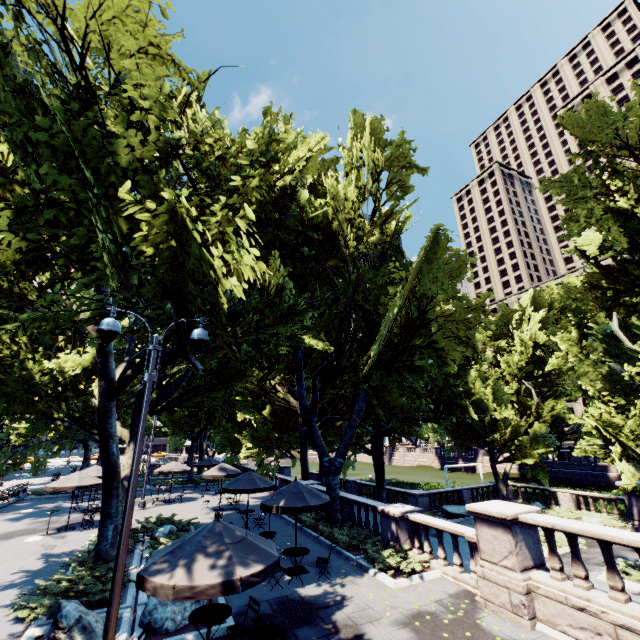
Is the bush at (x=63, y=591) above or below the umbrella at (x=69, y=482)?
below

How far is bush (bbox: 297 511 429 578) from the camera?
11.5 meters

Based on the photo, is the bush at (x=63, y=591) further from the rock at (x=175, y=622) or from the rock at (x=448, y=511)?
the rock at (x=448, y=511)

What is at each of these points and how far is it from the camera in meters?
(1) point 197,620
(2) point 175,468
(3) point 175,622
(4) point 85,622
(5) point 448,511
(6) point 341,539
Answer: (1) table, 7.0 m
(2) umbrella, 25.7 m
(3) rock, 8.4 m
(4) rock, 7.7 m
(5) rock, 25.0 m
(6) bush, 14.1 m

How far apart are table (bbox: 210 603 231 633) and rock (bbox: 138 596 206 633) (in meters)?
1.62

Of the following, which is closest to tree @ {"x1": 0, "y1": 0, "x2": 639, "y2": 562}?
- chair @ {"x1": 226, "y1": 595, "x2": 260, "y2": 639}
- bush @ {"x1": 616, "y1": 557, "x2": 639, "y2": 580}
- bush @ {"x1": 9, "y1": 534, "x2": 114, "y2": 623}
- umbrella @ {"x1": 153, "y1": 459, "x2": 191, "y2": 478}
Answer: bush @ {"x1": 9, "y1": 534, "x2": 114, "y2": 623}

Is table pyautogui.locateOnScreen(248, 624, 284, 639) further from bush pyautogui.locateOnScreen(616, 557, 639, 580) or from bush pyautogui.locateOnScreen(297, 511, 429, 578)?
bush pyautogui.locateOnScreen(616, 557, 639, 580)

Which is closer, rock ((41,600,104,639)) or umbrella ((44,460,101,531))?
rock ((41,600,104,639))
